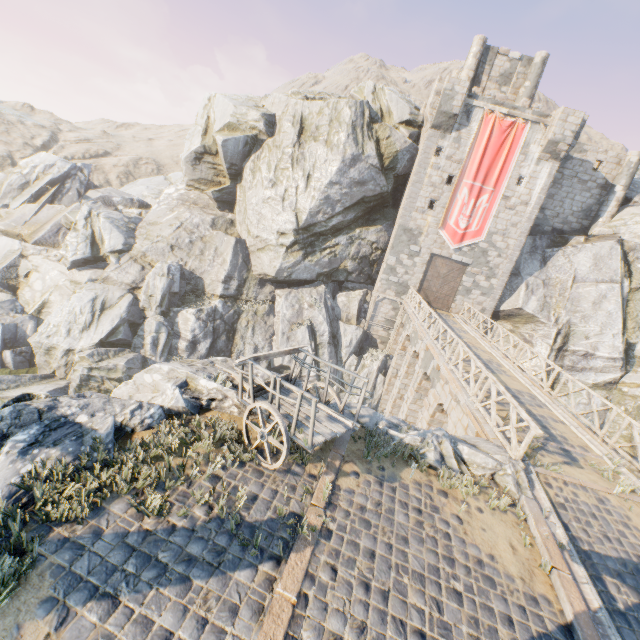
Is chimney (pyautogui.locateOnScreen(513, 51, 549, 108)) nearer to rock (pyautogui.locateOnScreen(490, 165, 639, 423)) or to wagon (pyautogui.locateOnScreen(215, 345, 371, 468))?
rock (pyautogui.locateOnScreen(490, 165, 639, 423))

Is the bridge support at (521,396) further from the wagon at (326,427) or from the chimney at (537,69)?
the chimney at (537,69)

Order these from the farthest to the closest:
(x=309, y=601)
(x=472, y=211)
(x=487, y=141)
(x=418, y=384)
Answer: (x=472, y=211) < (x=487, y=141) < (x=418, y=384) < (x=309, y=601)

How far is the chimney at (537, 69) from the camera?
23.94m

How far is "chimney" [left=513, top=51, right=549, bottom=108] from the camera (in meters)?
23.94

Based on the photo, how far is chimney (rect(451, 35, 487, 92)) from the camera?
24.0 meters

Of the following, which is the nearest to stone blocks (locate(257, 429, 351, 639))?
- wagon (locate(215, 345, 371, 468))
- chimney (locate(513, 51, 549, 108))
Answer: wagon (locate(215, 345, 371, 468))

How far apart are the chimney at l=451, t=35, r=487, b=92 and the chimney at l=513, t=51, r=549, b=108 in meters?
3.2
